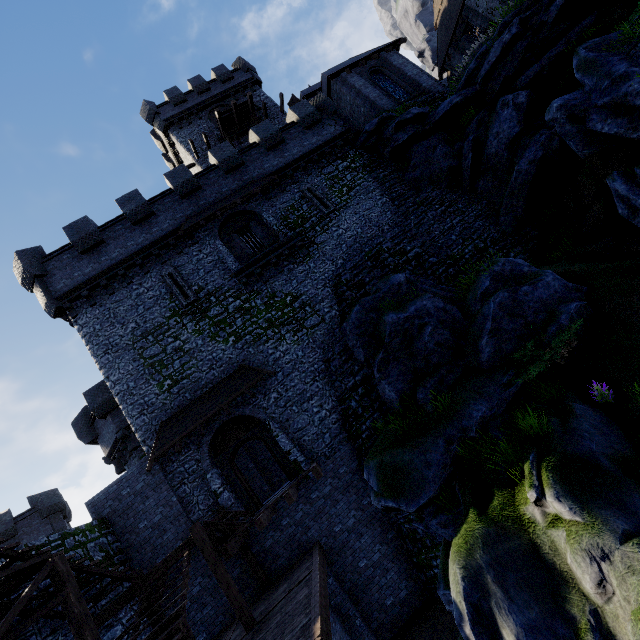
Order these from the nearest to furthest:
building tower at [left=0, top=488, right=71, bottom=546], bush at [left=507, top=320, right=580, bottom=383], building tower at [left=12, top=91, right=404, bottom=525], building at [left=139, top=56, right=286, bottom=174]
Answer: bush at [left=507, top=320, right=580, bottom=383] → building tower at [left=12, top=91, right=404, bottom=525] → building tower at [left=0, top=488, right=71, bottom=546] → building at [left=139, top=56, right=286, bottom=174]

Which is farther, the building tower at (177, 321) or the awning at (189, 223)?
the awning at (189, 223)

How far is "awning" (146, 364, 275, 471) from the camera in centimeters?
1334cm

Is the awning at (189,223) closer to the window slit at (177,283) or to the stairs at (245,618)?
the window slit at (177,283)

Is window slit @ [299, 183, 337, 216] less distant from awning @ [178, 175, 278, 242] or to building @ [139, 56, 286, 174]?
awning @ [178, 175, 278, 242]

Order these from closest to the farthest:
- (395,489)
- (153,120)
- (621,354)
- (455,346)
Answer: (621,354) < (395,489) < (455,346) < (153,120)

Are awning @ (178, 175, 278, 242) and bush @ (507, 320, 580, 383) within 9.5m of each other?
no

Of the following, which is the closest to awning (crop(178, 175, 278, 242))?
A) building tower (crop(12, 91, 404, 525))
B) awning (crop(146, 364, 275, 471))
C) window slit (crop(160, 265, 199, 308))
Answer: building tower (crop(12, 91, 404, 525))
